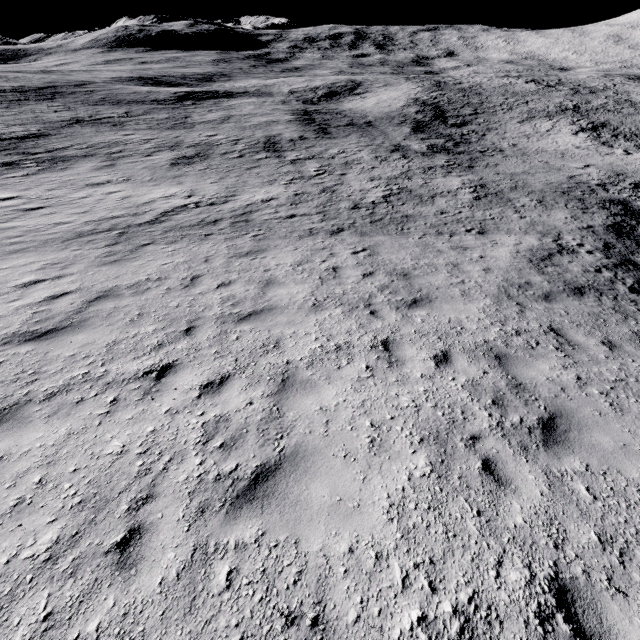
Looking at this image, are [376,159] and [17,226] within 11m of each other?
no
